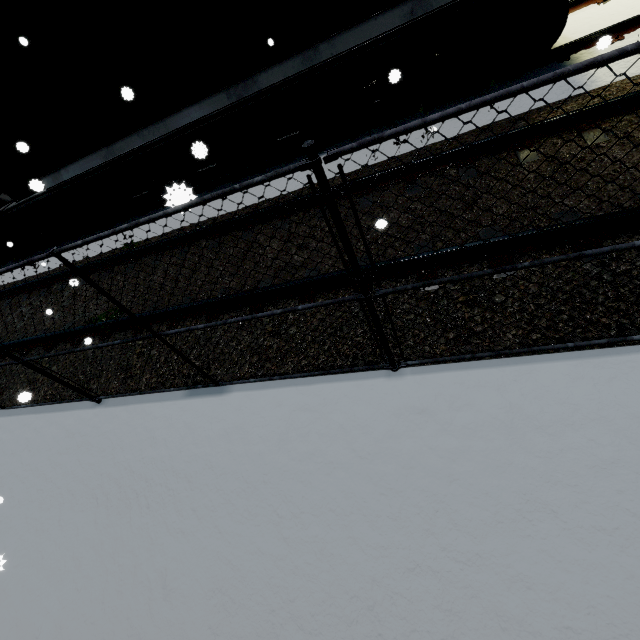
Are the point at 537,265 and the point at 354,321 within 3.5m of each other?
yes

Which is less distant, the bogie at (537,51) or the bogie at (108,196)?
the bogie at (537,51)

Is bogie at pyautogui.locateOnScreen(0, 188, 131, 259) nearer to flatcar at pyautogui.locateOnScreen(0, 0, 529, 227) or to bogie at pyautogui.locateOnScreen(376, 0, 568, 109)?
flatcar at pyautogui.locateOnScreen(0, 0, 529, 227)

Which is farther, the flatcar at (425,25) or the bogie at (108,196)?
the bogie at (108,196)

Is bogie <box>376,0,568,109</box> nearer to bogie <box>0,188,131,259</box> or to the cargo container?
the cargo container

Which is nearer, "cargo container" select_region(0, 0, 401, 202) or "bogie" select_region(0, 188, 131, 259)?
"cargo container" select_region(0, 0, 401, 202)

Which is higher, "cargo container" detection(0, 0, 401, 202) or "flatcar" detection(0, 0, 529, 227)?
"cargo container" detection(0, 0, 401, 202)
